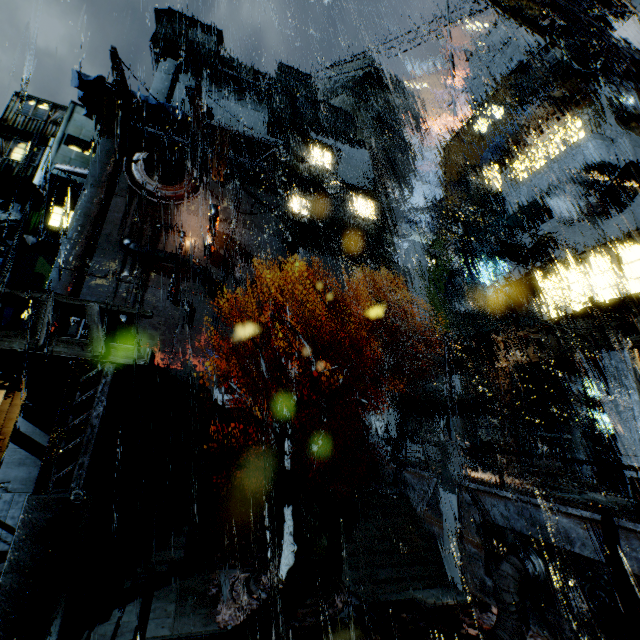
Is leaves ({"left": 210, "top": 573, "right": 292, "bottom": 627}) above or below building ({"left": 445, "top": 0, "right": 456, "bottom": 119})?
below

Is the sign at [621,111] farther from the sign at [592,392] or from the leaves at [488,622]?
the leaves at [488,622]

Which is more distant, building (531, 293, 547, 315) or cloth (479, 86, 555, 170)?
cloth (479, 86, 555, 170)

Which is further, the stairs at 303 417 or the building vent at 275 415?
the building vent at 275 415

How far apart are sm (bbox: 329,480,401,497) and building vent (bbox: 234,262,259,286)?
24.3m

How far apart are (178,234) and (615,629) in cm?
4052

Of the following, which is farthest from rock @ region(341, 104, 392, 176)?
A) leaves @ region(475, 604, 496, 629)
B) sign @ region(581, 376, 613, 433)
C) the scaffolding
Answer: leaves @ region(475, 604, 496, 629)

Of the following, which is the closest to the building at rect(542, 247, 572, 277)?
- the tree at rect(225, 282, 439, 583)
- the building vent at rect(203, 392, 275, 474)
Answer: the building vent at rect(203, 392, 275, 474)
